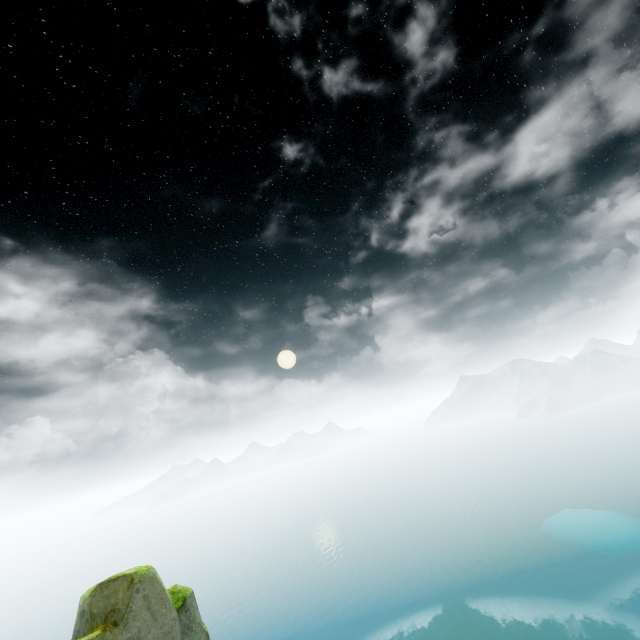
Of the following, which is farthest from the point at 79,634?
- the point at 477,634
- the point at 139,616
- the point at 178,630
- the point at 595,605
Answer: the point at 595,605
